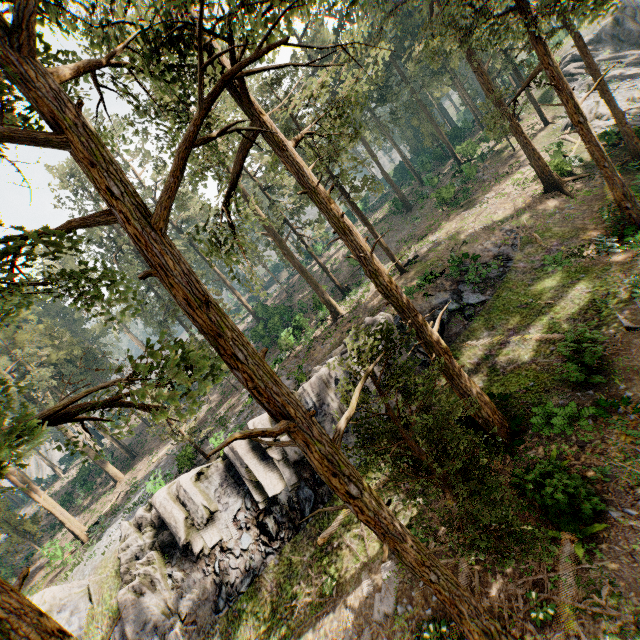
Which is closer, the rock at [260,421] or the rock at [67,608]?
the rock at [67,608]

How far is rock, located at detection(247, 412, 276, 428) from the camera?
19.7m

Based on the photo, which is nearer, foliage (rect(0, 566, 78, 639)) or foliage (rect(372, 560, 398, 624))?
foliage (rect(0, 566, 78, 639))

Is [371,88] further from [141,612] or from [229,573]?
[141,612]

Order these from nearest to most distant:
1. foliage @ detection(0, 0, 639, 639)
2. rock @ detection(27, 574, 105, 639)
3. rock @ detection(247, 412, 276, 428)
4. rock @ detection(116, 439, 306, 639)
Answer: foliage @ detection(0, 0, 639, 639) < rock @ detection(116, 439, 306, 639) < rock @ detection(27, 574, 105, 639) < rock @ detection(247, 412, 276, 428)

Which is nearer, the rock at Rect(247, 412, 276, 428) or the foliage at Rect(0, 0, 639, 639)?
the foliage at Rect(0, 0, 639, 639)

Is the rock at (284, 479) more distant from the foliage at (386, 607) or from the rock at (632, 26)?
the rock at (632, 26)

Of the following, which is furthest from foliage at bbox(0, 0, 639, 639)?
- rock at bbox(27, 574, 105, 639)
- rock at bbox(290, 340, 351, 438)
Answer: rock at bbox(290, 340, 351, 438)
